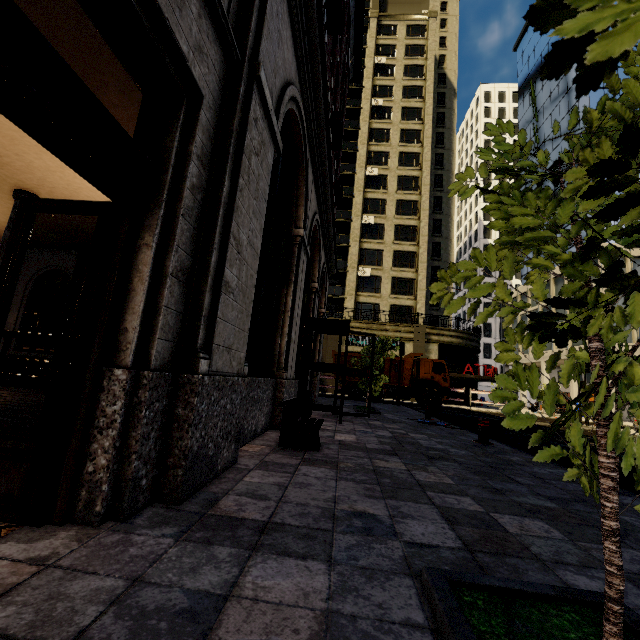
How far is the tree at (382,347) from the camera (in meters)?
13.02

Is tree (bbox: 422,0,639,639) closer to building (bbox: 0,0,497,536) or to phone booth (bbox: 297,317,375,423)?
building (bbox: 0,0,497,536)

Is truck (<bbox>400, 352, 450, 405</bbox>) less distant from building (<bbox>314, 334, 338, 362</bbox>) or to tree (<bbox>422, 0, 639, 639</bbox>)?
building (<bbox>314, 334, 338, 362</bbox>)

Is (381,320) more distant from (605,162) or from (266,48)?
(605,162)

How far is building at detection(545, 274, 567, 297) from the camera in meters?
37.2

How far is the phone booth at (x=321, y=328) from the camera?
8.5 meters

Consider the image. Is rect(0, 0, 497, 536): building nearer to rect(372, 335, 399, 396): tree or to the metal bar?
rect(372, 335, 399, 396): tree

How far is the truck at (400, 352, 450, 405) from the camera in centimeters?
2128cm
